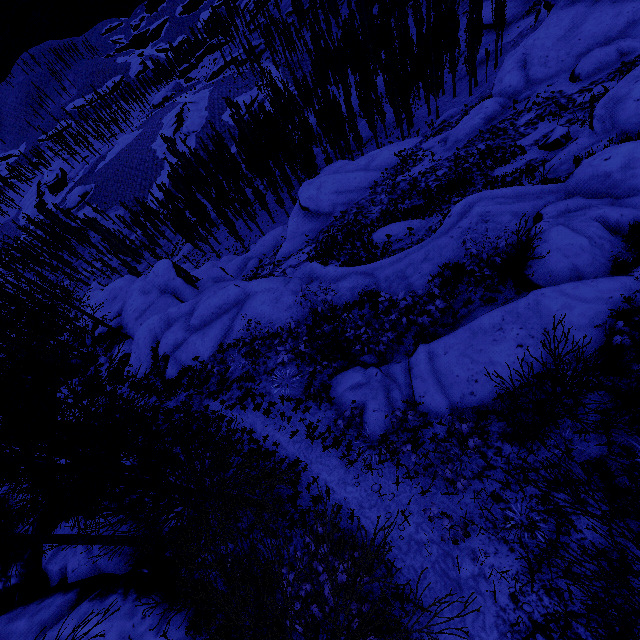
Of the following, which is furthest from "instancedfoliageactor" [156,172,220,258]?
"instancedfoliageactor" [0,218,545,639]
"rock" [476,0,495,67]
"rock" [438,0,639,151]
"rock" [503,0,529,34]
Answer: "rock" [438,0,639,151]

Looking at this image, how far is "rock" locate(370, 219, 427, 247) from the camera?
17.7 meters

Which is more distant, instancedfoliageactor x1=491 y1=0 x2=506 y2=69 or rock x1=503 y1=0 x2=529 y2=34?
rock x1=503 y1=0 x2=529 y2=34

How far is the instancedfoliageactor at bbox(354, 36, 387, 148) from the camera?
38.8m

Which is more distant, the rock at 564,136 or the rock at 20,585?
the rock at 564,136

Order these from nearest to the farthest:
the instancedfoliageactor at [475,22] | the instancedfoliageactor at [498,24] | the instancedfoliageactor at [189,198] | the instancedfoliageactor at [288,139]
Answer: the instancedfoliageactor at [475,22], the instancedfoliageactor at [498,24], the instancedfoliageactor at [288,139], the instancedfoliageactor at [189,198]

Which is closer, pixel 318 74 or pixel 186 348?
pixel 186 348

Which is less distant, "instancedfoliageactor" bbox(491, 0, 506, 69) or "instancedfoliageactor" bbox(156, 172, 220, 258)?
"instancedfoliageactor" bbox(491, 0, 506, 69)
